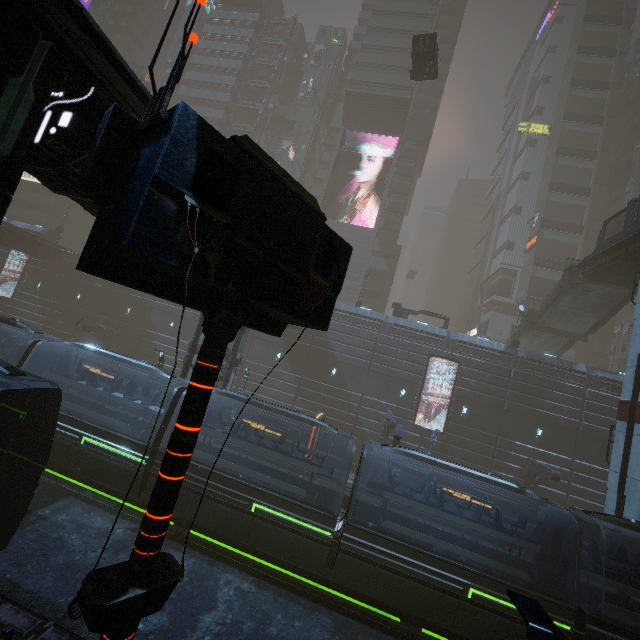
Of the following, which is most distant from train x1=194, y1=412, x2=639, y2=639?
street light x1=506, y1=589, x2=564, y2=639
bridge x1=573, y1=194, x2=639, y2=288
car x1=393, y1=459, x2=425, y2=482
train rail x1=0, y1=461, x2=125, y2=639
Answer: bridge x1=573, y1=194, x2=639, y2=288

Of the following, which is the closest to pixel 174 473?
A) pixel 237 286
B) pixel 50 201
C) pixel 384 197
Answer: pixel 237 286

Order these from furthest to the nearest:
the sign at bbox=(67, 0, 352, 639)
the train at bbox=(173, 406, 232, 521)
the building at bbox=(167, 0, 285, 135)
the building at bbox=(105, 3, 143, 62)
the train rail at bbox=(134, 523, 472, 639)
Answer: the building at bbox=(105, 3, 143, 62)
the building at bbox=(167, 0, 285, 135)
the train at bbox=(173, 406, 232, 521)
the train rail at bbox=(134, 523, 472, 639)
the sign at bbox=(67, 0, 352, 639)

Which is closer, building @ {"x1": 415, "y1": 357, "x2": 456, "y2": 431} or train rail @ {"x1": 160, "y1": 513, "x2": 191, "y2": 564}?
train rail @ {"x1": 160, "y1": 513, "x2": 191, "y2": 564}

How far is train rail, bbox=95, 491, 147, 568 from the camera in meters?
11.5 m

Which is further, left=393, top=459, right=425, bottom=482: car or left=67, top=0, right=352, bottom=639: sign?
left=393, top=459, right=425, bottom=482: car

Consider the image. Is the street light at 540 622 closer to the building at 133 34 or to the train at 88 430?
the building at 133 34

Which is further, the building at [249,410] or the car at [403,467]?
the building at [249,410]
